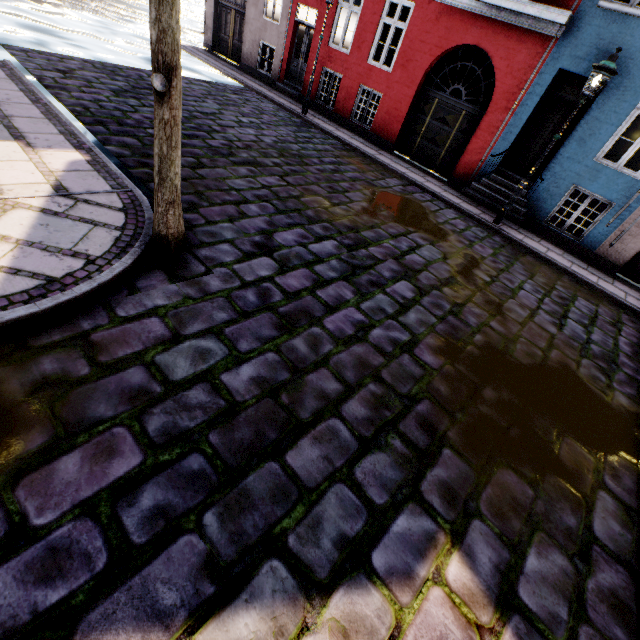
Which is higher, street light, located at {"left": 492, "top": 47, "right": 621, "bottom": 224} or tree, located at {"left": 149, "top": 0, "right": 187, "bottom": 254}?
street light, located at {"left": 492, "top": 47, "right": 621, "bottom": 224}

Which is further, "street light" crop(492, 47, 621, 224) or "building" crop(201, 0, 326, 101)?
"building" crop(201, 0, 326, 101)

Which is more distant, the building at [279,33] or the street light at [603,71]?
the building at [279,33]

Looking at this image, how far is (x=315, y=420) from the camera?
2.9 meters

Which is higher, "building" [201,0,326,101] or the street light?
the street light

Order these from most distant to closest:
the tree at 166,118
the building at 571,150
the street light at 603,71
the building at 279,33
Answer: the building at 279,33
the building at 571,150
the street light at 603,71
the tree at 166,118

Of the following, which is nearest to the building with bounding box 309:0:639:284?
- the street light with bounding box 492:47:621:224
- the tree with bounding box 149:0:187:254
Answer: the street light with bounding box 492:47:621:224

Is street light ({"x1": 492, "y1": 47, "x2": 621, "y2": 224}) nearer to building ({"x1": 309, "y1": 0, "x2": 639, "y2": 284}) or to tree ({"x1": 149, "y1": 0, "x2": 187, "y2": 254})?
building ({"x1": 309, "y1": 0, "x2": 639, "y2": 284})
